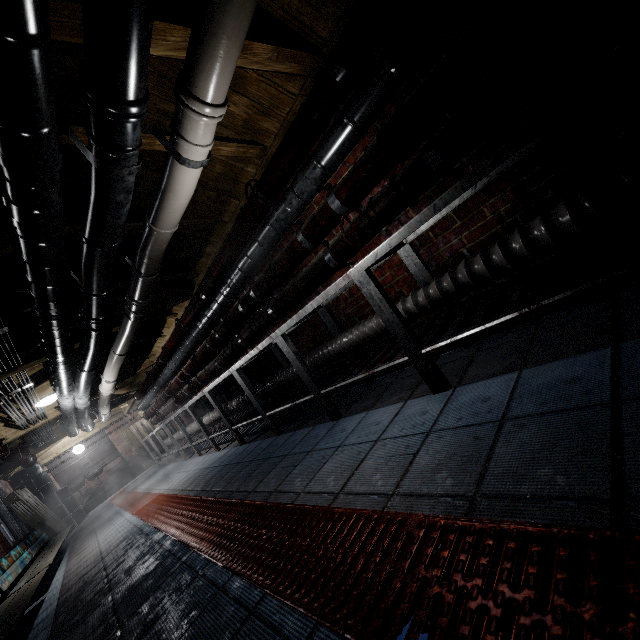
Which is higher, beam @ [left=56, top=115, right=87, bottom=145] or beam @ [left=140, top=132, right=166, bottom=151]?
beam @ [left=56, top=115, right=87, bottom=145]

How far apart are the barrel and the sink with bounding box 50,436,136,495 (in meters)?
0.09

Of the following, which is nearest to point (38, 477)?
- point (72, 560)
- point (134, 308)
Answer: point (72, 560)

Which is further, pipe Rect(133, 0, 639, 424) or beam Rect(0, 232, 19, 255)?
beam Rect(0, 232, 19, 255)

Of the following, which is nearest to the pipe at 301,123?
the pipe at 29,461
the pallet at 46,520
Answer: the pipe at 29,461

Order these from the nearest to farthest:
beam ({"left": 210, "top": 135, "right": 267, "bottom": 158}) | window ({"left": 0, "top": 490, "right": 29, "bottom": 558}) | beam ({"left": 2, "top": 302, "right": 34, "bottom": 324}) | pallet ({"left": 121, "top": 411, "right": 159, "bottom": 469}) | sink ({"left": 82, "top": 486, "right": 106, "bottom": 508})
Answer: beam ({"left": 210, "top": 135, "right": 267, "bottom": 158}) → beam ({"left": 2, "top": 302, "right": 34, "bottom": 324}) → window ({"left": 0, "top": 490, "right": 29, "bottom": 558}) → sink ({"left": 82, "top": 486, "right": 106, "bottom": 508}) → pallet ({"left": 121, "top": 411, "right": 159, "bottom": 469})

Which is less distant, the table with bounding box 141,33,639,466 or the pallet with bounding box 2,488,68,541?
the table with bounding box 141,33,639,466

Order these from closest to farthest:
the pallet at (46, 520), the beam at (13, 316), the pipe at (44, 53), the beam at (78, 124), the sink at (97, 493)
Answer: the pipe at (44, 53) < the beam at (78, 124) < the beam at (13, 316) < the pallet at (46, 520) < the sink at (97, 493)
